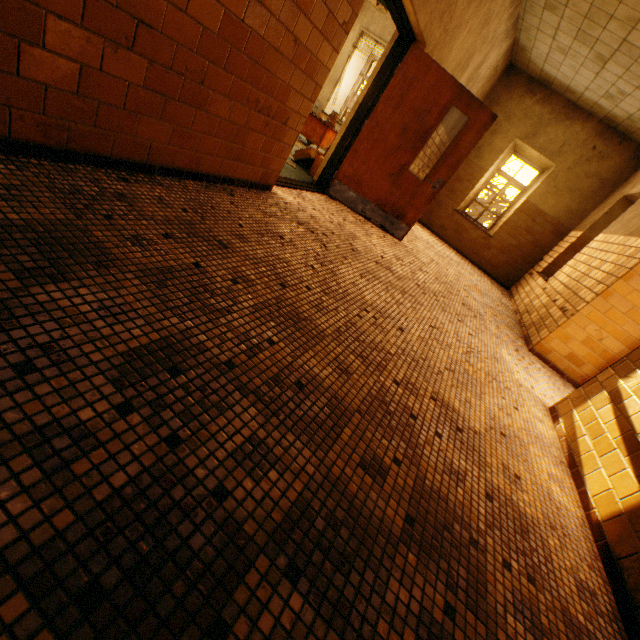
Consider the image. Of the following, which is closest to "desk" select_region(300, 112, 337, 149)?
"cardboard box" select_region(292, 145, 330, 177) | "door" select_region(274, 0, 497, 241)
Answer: "cardboard box" select_region(292, 145, 330, 177)

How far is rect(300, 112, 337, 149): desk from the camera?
7.8 meters

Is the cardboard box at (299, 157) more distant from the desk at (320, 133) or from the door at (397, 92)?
the desk at (320, 133)

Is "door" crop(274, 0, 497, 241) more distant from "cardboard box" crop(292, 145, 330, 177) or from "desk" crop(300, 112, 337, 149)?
"desk" crop(300, 112, 337, 149)

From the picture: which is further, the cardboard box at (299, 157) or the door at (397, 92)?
the cardboard box at (299, 157)

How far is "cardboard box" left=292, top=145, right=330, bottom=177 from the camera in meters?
5.5

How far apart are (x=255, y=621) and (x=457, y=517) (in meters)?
1.03
